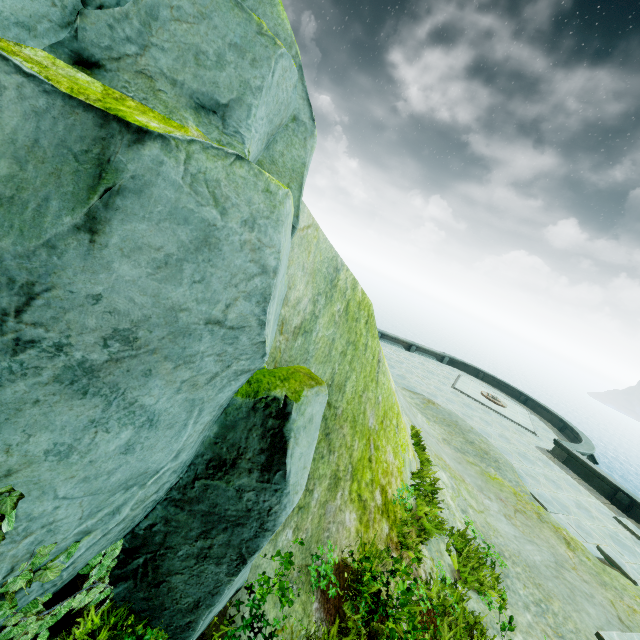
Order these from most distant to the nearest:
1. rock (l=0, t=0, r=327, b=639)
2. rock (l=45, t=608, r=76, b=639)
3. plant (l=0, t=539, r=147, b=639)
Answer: rock (l=45, t=608, r=76, b=639) < plant (l=0, t=539, r=147, b=639) < rock (l=0, t=0, r=327, b=639)

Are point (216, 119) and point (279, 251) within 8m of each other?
yes

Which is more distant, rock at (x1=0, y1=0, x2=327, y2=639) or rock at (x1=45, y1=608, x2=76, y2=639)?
rock at (x1=45, y1=608, x2=76, y2=639)

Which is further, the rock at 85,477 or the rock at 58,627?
the rock at 58,627

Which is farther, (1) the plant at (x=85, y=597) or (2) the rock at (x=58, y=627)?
(2) the rock at (x=58, y=627)

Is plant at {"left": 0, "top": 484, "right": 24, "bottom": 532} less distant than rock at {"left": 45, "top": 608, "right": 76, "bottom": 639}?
Yes

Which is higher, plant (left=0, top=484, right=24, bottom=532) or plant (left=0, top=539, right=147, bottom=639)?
plant (left=0, top=484, right=24, bottom=532)
